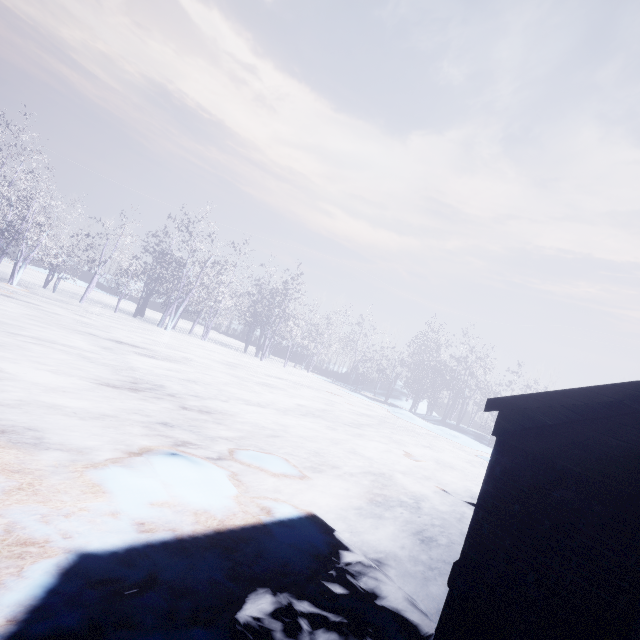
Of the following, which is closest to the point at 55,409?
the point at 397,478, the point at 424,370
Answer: the point at 397,478
